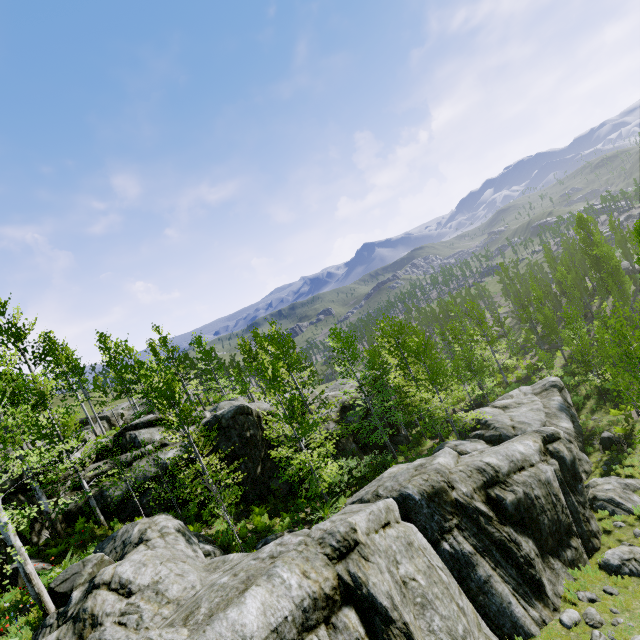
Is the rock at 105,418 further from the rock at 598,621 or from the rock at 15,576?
the rock at 15,576

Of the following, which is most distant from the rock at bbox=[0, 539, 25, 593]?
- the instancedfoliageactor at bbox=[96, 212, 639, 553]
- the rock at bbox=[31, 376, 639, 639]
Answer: the instancedfoliageactor at bbox=[96, 212, 639, 553]

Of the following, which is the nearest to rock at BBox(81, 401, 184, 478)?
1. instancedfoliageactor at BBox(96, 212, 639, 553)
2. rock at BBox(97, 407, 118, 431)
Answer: instancedfoliageactor at BBox(96, 212, 639, 553)

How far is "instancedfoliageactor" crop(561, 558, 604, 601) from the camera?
11.95m

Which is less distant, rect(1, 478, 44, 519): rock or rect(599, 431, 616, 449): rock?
rect(1, 478, 44, 519): rock

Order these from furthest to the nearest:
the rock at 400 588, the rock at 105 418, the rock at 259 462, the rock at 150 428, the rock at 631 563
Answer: the rock at 105 418 < the rock at 259 462 < the rock at 150 428 < the rock at 631 563 < the rock at 400 588

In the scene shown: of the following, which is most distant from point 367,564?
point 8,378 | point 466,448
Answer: point 8,378
